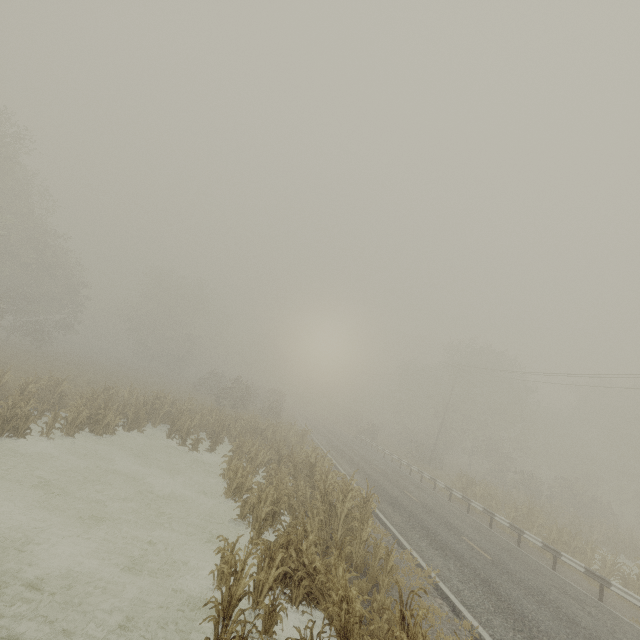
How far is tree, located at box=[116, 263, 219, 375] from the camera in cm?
5028

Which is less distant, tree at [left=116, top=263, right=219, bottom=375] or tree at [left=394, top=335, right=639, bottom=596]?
tree at [left=394, top=335, right=639, bottom=596]

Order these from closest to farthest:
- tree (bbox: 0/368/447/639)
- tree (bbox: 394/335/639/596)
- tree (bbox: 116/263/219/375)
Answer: tree (bbox: 0/368/447/639)
tree (bbox: 394/335/639/596)
tree (bbox: 116/263/219/375)

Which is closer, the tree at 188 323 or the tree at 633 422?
the tree at 633 422

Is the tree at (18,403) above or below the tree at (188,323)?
below

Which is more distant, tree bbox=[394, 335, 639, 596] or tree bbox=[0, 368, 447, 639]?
tree bbox=[394, 335, 639, 596]

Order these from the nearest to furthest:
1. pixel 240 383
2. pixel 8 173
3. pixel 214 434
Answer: pixel 214 434 → pixel 8 173 → pixel 240 383
